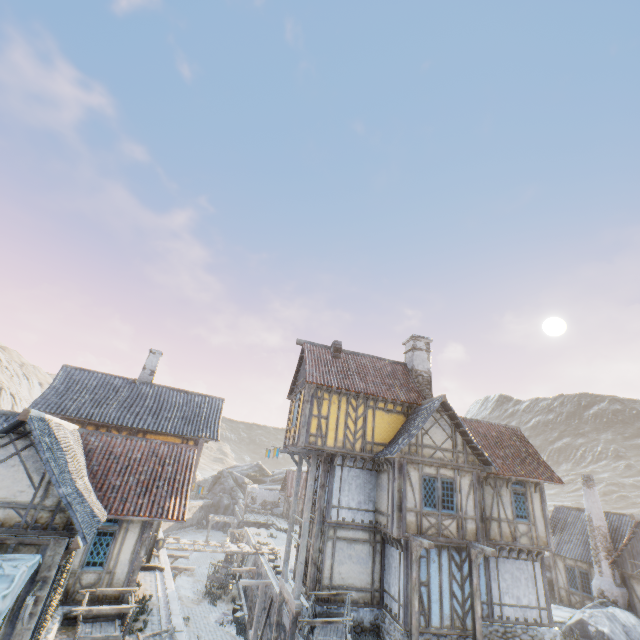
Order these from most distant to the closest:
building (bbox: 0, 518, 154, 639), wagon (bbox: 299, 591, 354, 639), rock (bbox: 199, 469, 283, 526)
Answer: rock (bbox: 199, 469, 283, 526) < wagon (bbox: 299, 591, 354, 639) < building (bbox: 0, 518, 154, 639)

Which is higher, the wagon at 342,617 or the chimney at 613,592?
the chimney at 613,592

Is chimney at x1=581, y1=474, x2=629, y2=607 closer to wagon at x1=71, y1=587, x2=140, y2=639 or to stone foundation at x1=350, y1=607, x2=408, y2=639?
stone foundation at x1=350, y1=607, x2=408, y2=639

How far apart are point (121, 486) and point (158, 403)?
7.5 meters

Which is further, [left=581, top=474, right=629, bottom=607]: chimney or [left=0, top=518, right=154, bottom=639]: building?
[left=581, top=474, right=629, bottom=607]: chimney

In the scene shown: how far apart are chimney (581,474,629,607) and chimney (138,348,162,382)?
29.6m

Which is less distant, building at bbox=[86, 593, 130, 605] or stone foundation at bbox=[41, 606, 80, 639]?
stone foundation at bbox=[41, 606, 80, 639]

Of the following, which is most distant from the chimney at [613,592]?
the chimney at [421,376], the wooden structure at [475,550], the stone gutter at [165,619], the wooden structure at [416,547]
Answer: the stone gutter at [165,619]
